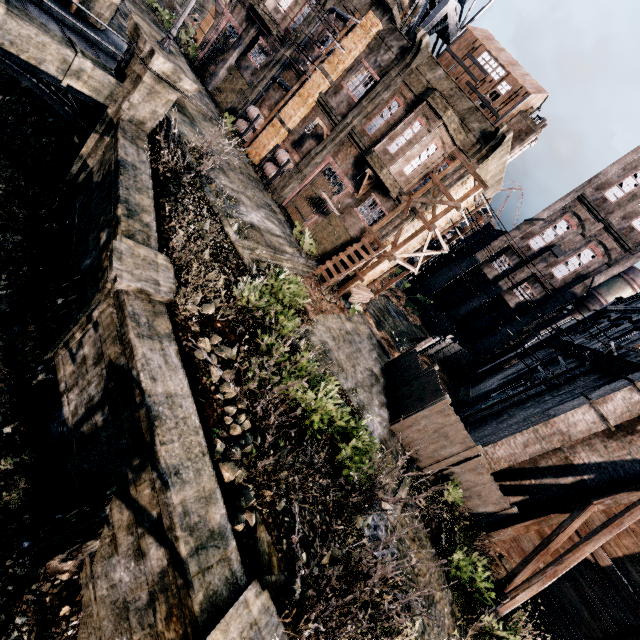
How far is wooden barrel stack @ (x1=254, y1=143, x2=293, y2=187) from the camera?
21.1m

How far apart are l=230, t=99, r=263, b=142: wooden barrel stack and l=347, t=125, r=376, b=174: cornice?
6.3m

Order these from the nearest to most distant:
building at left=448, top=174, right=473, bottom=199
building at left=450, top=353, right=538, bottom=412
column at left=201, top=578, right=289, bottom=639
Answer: column at left=201, top=578, right=289, bottom=639 → building at left=448, top=174, right=473, bottom=199 → building at left=450, top=353, right=538, bottom=412

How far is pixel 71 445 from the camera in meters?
7.9

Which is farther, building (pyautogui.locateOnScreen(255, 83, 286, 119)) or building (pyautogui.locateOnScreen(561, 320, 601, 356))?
building (pyautogui.locateOnScreen(255, 83, 286, 119))

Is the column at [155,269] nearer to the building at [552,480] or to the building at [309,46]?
the building at [552,480]

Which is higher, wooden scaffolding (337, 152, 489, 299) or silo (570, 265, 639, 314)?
silo (570, 265, 639, 314)

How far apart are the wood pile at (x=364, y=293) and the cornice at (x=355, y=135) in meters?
6.9 m
